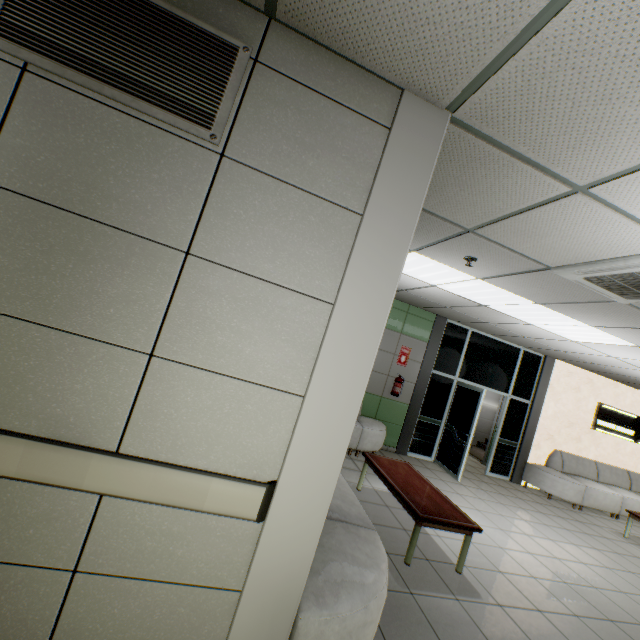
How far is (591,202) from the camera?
2.06m

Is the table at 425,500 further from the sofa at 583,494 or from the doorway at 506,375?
the sofa at 583,494

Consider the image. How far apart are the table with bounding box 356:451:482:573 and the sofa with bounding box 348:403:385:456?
0.7m

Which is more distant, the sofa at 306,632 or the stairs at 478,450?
the stairs at 478,450

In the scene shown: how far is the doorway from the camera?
7.01m

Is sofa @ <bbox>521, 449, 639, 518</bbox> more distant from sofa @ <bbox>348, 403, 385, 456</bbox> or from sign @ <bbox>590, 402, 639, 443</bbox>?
sofa @ <bbox>348, 403, 385, 456</bbox>

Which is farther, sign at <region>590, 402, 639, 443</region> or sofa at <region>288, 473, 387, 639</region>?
sign at <region>590, 402, 639, 443</region>

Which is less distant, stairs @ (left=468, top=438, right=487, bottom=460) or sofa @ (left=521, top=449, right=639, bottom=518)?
sofa @ (left=521, top=449, right=639, bottom=518)
